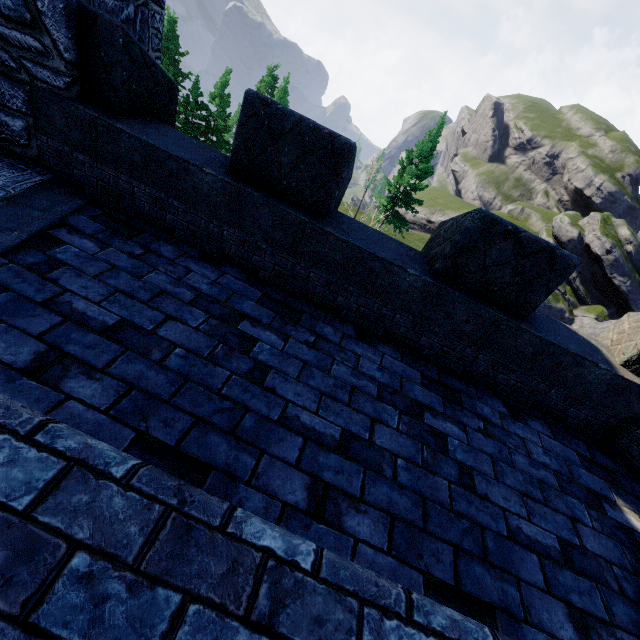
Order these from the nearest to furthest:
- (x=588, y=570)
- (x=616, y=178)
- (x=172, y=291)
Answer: (x=588, y=570), (x=172, y=291), (x=616, y=178)
